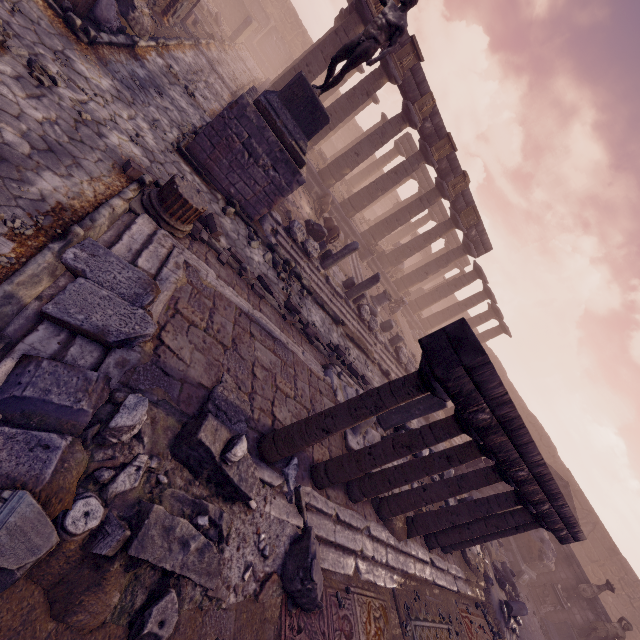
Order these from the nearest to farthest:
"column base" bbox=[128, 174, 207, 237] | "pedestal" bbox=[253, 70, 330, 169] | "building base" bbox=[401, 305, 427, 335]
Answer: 1. "column base" bbox=[128, 174, 207, 237]
2. "pedestal" bbox=[253, 70, 330, 169]
3. "building base" bbox=[401, 305, 427, 335]

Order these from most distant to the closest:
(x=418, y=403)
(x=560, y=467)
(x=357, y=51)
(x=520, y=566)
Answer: (x=560, y=467)
(x=520, y=566)
(x=418, y=403)
(x=357, y=51)

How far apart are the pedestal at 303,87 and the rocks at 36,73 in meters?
3.6

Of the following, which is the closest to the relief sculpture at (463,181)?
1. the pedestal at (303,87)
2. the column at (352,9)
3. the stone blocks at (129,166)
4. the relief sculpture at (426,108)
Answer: the relief sculpture at (426,108)

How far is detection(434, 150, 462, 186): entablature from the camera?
16.9m

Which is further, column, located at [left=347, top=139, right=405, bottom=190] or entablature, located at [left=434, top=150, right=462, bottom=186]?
column, located at [left=347, top=139, right=405, bottom=190]

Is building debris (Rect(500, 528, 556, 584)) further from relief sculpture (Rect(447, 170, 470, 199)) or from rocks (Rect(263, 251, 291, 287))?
relief sculpture (Rect(447, 170, 470, 199))

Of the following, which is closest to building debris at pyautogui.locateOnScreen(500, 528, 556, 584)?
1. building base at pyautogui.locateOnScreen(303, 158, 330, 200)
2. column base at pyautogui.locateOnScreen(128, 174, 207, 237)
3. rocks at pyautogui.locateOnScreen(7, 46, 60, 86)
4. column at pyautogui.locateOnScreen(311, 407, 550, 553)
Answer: building base at pyautogui.locateOnScreen(303, 158, 330, 200)
